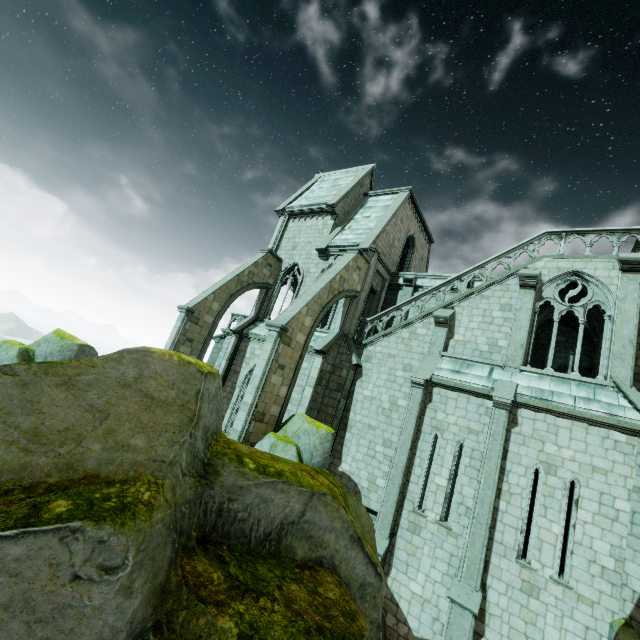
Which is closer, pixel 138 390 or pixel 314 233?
pixel 138 390

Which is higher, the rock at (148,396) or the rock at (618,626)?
the rock at (148,396)

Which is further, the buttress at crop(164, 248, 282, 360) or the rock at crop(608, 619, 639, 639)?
the buttress at crop(164, 248, 282, 360)

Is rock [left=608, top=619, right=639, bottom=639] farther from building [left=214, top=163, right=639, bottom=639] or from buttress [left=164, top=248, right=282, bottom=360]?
buttress [left=164, top=248, right=282, bottom=360]

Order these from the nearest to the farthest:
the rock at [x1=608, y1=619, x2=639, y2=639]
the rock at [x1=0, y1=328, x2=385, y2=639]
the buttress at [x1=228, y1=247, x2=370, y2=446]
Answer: the rock at [x1=0, y1=328, x2=385, y2=639] → the rock at [x1=608, y1=619, x2=639, y2=639] → the buttress at [x1=228, y1=247, x2=370, y2=446]

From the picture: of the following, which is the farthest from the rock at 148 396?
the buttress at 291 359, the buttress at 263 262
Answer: the buttress at 263 262

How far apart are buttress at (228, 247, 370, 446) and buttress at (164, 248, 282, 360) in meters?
5.9

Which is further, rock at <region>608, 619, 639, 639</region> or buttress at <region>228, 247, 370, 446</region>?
buttress at <region>228, 247, 370, 446</region>
